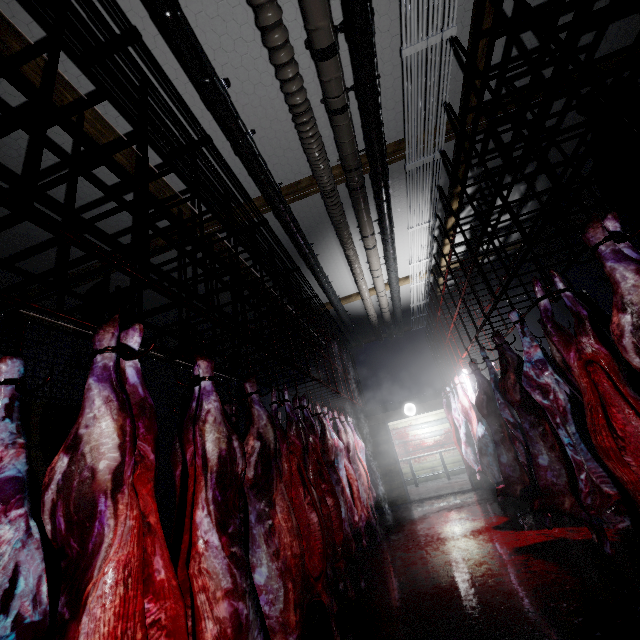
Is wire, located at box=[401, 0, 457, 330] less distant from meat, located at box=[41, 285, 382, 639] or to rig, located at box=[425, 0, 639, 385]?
rig, located at box=[425, 0, 639, 385]

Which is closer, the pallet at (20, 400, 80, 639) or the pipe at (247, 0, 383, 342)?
the pipe at (247, 0, 383, 342)

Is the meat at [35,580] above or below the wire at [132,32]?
below

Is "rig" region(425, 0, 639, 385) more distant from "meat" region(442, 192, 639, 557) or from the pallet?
the pallet

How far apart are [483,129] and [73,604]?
4.7m

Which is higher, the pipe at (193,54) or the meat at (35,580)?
the pipe at (193,54)

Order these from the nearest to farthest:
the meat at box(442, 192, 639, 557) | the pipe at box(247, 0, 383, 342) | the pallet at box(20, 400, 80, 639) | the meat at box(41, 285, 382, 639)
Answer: the meat at box(41, 285, 382, 639)
the meat at box(442, 192, 639, 557)
the pipe at box(247, 0, 383, 342)
the pallet at box(20, 400, 80, 639)

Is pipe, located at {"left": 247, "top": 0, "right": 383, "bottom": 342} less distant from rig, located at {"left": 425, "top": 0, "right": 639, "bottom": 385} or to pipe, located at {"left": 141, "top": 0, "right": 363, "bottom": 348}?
pipe, located at {"left": 141, "top": 0, "right": 363, "bottom": 348}
